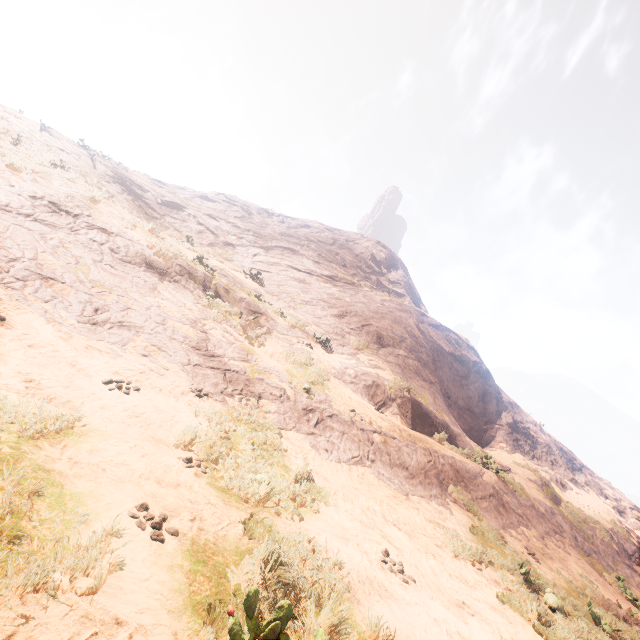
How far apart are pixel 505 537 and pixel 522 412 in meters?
18.5 m
